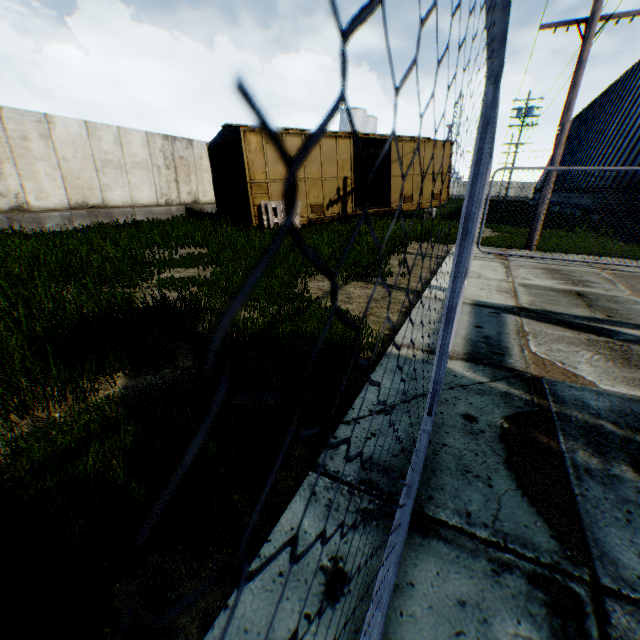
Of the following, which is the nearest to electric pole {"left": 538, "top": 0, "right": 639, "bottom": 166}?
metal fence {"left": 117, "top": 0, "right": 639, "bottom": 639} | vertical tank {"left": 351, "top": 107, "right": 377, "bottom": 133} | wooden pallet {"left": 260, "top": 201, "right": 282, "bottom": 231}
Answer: metal fence {"left": 117, "top": 0, "right": 639, "bottom": 639}

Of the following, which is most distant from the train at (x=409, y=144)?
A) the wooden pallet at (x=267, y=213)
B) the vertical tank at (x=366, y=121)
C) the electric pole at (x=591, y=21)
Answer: the vertical tank at (x=366, y=121)

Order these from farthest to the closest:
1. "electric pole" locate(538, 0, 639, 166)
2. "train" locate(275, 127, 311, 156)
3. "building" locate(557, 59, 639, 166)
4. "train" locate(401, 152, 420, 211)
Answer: "building" locate(557, 59, 639, 166) → "train" locate(401, 152, 420, 211) → "train" locate(275, 127, 311, 156) → "electric pole" locate(538, 0, 639, 166)

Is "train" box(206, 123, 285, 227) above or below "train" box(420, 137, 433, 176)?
below

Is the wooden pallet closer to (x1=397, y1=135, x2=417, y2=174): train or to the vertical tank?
(x1=397, y1=135, x2=417, y2=174): train

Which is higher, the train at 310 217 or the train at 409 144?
the train at 409 144

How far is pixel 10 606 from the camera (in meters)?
1.37

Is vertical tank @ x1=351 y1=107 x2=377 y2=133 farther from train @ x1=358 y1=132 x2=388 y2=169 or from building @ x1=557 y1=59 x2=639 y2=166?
train @ x1=358 y1=132 x2=388 y2=169
